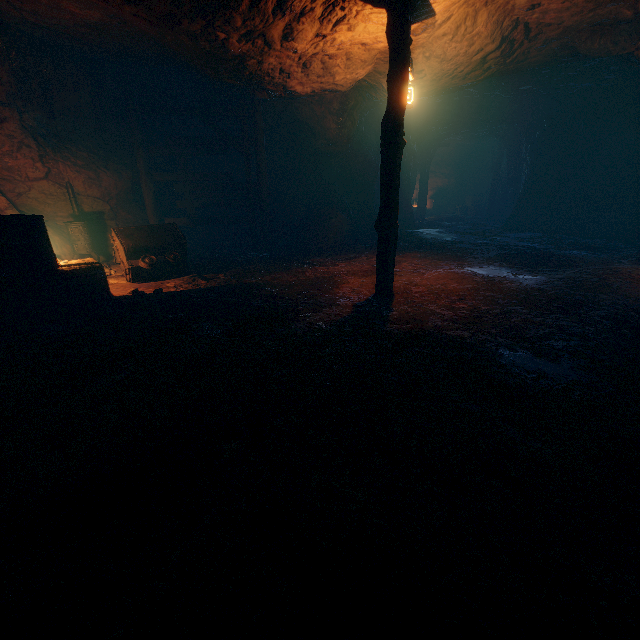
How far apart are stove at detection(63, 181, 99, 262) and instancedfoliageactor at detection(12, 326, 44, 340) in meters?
4.6

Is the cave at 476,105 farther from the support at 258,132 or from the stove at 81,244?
the stove at 81,244

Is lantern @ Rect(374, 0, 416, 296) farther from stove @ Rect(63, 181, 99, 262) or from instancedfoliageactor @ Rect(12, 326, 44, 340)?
stove @ Rect(63, 181, 99, 262)

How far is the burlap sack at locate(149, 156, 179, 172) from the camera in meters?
10.4 m

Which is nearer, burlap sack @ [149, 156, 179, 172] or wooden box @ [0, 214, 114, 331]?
wooden box @ [0, 214, 114, 331]

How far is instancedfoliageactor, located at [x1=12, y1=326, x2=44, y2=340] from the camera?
5.0 meters

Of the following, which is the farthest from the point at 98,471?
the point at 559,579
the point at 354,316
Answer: the point at 354,316

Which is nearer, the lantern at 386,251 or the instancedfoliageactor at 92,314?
the lantern at 386,251
